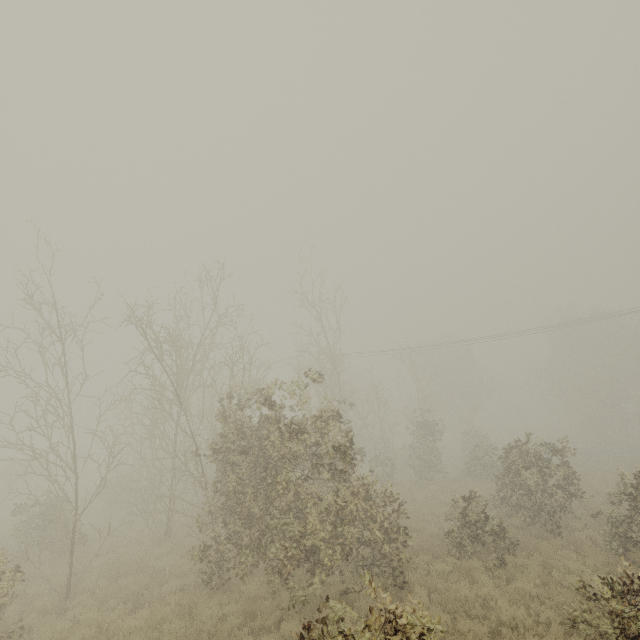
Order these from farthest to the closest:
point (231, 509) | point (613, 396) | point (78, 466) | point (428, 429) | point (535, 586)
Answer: point (613, 396), point (78, 466), point (428, 429), point (231, 509), point (535, 586)
